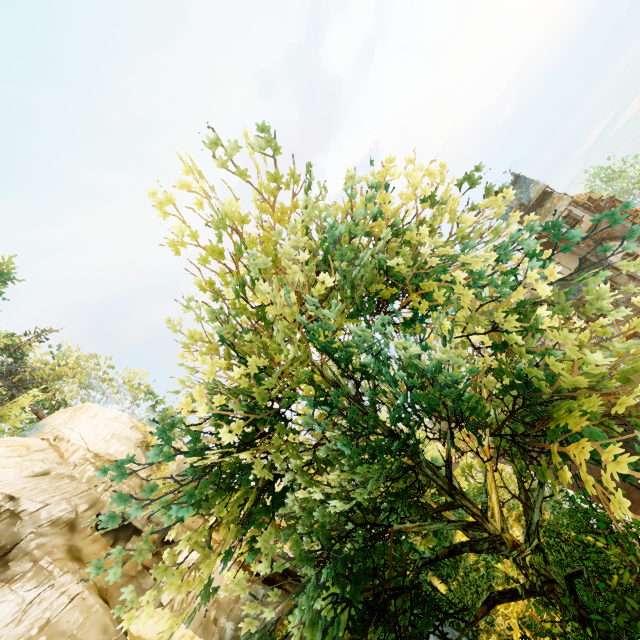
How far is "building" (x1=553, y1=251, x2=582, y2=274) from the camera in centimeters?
3028cm

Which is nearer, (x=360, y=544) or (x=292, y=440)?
(x=360, y=544)

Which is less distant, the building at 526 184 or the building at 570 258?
the building at 526 184

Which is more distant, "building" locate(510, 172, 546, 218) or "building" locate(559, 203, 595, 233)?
"building" locate(510, 172, 546, 218)

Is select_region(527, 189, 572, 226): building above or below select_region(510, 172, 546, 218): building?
below

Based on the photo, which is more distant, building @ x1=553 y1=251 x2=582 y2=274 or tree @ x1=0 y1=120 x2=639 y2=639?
building @ x1=553 y1=251 x2=582 y2=274

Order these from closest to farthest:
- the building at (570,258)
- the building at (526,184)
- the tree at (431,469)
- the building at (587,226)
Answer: the tree at (431,469) → the building at (587,226) → the building at (526,184) → the building at (570,258)

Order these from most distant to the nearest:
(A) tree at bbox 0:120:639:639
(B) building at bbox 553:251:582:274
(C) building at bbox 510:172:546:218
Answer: (B) building at bbox 553:251:582:274 < (C) building at bbox 510:172:546:218 < (A) tree at bbox 0:120:639:639
